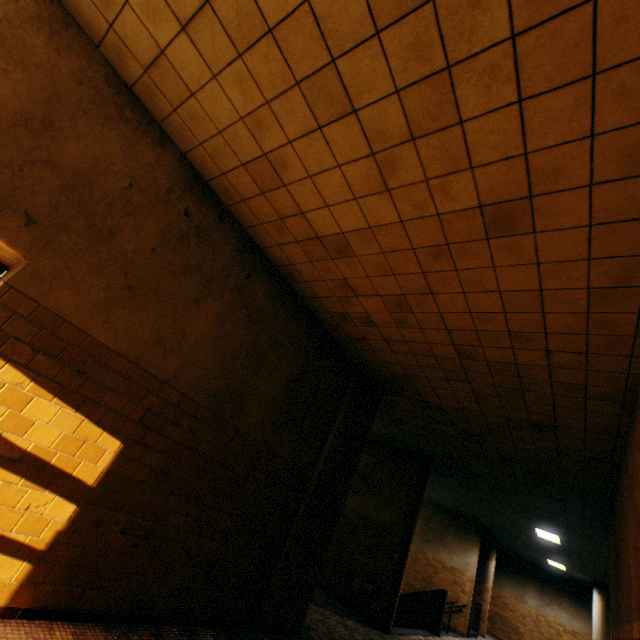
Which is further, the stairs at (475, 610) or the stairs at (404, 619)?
the stairs at (475, 610)

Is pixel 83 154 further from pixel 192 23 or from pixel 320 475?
pixel 320 475

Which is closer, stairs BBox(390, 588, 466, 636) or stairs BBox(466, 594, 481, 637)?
stairs BBox(390, 588, 466, 636)
